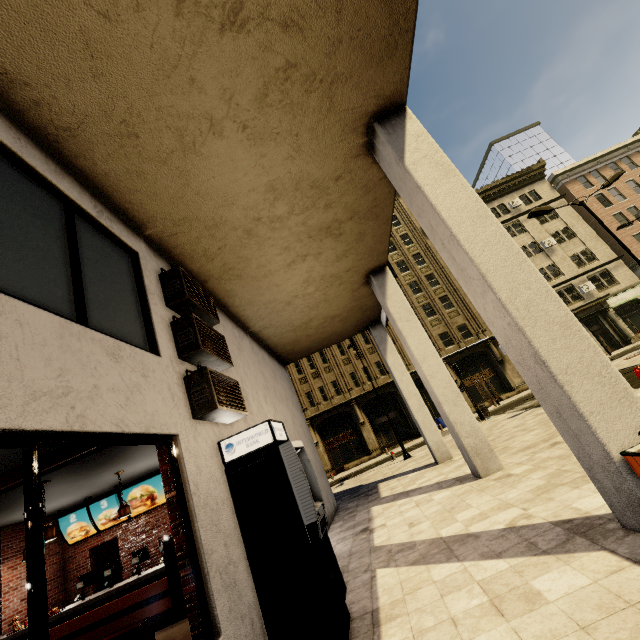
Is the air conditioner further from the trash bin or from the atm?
the trash bin

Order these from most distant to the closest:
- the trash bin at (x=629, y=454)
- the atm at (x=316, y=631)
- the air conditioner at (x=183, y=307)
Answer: the air conditioner at (x=183, y=307)
the atm at (x=316, y=631)
the trash bin at (x=629, y=454)

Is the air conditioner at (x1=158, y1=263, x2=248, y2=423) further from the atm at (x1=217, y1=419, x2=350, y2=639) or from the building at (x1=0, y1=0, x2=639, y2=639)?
the atm at (x1=217, y1=419, x2=350, y2=639)

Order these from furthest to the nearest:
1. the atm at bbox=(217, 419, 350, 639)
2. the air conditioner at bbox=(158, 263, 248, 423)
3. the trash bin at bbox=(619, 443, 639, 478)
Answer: the air conditioner at bbox=(158, 263, 248, 423)
the atm at bbox=(217, 419, 350, 639)
the trash bin at bbox=(619, 443, 639, 478)

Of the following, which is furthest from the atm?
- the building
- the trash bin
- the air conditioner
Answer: the trash bin

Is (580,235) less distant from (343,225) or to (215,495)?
(343,225)

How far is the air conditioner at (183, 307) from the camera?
4.4 meters

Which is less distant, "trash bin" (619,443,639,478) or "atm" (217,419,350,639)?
"trash bin" (619,443,639,478)
